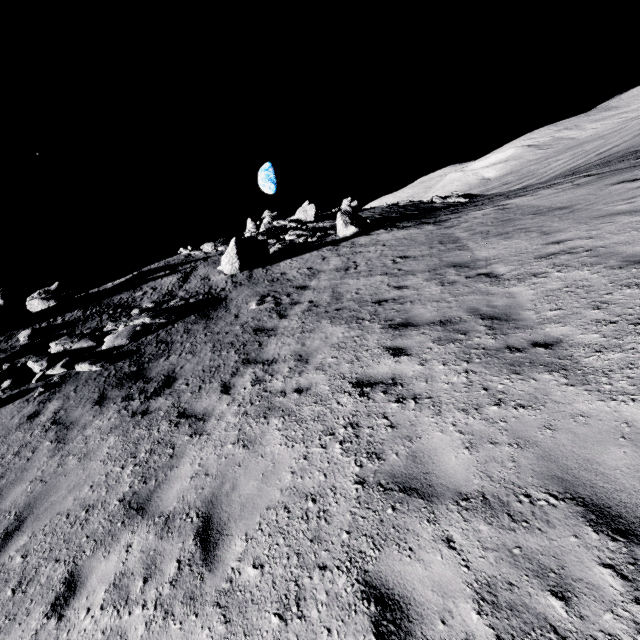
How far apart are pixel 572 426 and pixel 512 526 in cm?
136
